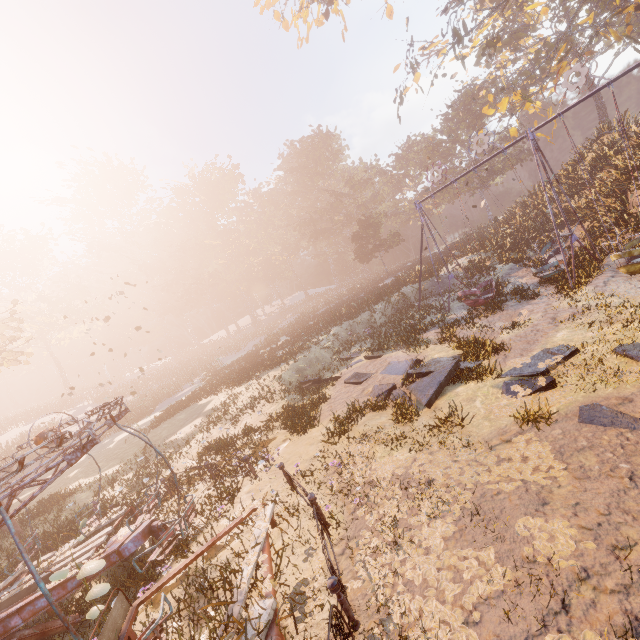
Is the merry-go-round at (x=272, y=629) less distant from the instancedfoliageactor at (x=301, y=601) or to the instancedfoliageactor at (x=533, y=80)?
the instancedfoliageactor at (x=301, y=601)

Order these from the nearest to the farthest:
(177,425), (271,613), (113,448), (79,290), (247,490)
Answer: (271,613)
(247,490)
(177,425)
(113,448)
(79,290)

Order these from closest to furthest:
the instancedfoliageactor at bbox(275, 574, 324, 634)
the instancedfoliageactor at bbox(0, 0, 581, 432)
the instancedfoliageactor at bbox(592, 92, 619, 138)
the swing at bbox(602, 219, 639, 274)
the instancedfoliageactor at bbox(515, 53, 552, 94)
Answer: the instancedfoliageactor at bbox(275, 574, 324, 634), the swing at bbox(602, 219, 639, 274), the instancedfoliageactor at bbox(0, 0, 581, 432), the instancedfoliageactor at bbox(592, 92, 619, 138), the instancedfoliageactor at bbox(515, 53, 552, 94)

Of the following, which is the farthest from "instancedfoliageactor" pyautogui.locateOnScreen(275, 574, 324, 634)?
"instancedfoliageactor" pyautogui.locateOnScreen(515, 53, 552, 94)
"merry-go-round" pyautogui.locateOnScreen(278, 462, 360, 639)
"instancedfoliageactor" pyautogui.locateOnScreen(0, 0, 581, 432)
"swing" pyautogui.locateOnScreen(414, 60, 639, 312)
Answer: "instancedfoliageactor" pyautogui.locateOnScreen(515, 53, 552, 94)

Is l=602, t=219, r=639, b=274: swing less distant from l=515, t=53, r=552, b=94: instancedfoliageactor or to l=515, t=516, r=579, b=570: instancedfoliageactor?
l=515, t=516, r=579, b=570: instancedfoliageactor

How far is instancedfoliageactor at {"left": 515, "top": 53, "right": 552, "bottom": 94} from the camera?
31.9m

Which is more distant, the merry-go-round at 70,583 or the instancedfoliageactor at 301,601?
the instancedfoliageactor at 301,601

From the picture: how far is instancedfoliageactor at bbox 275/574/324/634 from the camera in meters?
4.5 m
